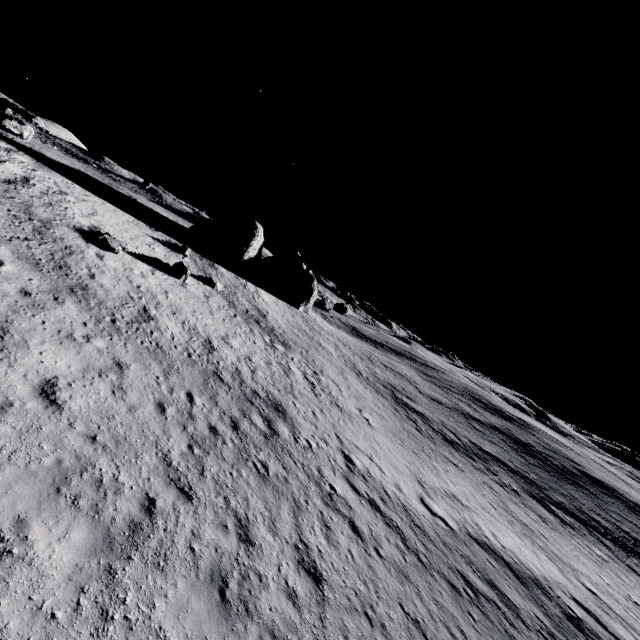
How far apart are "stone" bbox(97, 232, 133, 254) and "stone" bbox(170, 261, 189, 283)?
3.6m

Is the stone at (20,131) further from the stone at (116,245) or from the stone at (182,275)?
the stone at (182,275)

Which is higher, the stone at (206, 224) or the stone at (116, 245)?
the stone at (206, 224)

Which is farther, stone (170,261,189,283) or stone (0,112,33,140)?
stone (0,112,33,140)

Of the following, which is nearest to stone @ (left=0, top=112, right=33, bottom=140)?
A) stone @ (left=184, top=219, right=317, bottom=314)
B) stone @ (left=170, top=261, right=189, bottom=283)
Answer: stone @ (left=184, top=219, right=317, bottom=314)

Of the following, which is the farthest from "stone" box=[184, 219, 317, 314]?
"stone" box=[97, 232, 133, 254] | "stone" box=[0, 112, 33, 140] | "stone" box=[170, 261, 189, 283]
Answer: "stone" box=[97, 232, 133, 254]

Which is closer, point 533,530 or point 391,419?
point 533,530
